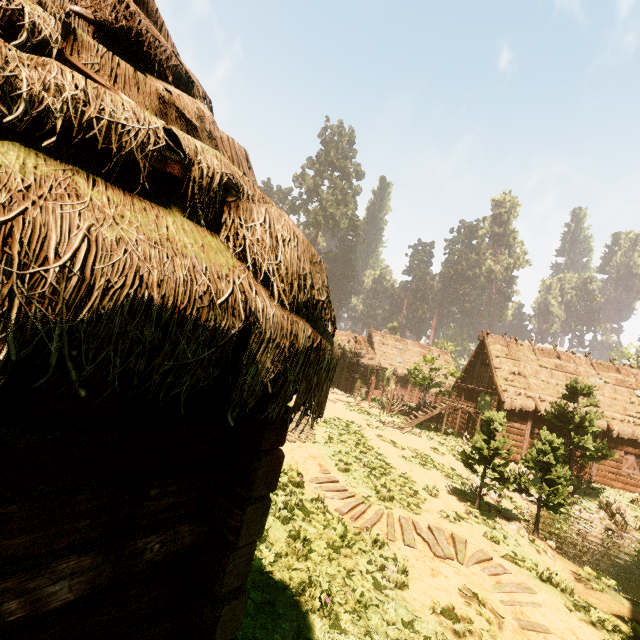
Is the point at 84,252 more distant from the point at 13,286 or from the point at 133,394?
the point at 133,394

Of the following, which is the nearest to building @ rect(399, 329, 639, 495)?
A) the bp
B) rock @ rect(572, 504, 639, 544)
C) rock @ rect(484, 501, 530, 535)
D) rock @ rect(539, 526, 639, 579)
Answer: the bp

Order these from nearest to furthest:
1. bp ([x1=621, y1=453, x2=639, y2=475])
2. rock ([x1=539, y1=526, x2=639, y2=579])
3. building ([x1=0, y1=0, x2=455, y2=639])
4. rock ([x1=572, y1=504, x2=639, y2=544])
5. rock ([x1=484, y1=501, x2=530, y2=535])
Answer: building ([x1=0, y1=0, x2=455, y2=639])
rock ([x1=484, y1=501, x2=530, y2=535])
rock ([x1=539, y1=526, x2=639, y2=579])
rock ([x1=572, y1=504, x2=639, y2=544])
bp ([x1=621, y1=453, x2=639, y2=475])

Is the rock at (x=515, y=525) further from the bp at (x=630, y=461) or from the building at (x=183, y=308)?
the bp at (x=630, y=461)

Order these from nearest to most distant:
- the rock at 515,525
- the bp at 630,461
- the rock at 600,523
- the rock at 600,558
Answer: the rock at 515,525
the rock at 600,558
the rock at 600,523
the bp at 630,461

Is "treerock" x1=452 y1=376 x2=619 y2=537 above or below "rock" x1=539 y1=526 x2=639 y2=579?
above

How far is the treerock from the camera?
11.2 meters

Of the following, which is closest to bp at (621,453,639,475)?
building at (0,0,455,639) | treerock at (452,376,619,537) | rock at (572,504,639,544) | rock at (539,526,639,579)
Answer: building at (0,0,455,639)
